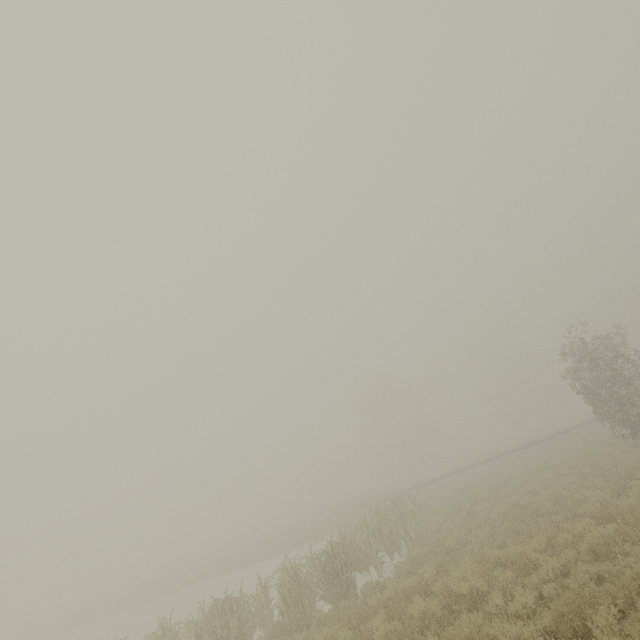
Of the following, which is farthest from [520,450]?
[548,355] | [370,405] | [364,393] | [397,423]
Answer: [548,355]
